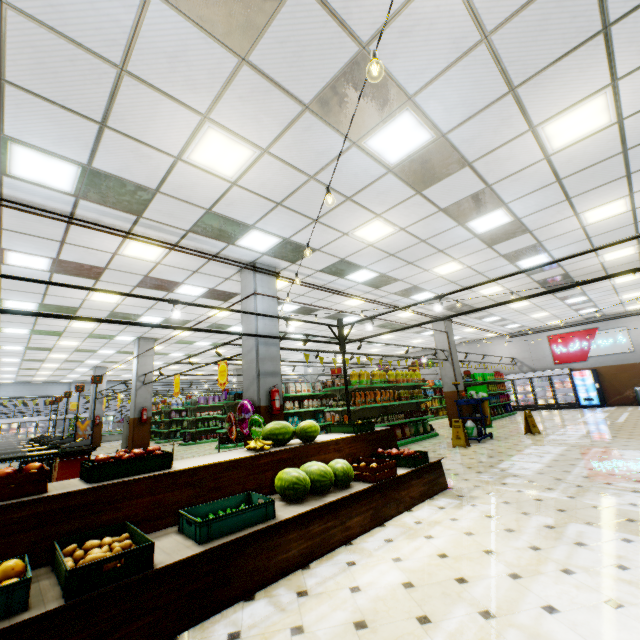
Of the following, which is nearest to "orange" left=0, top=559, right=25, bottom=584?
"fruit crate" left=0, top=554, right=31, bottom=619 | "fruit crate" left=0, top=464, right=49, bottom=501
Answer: "fruit crate" left=0, top=554, right=31, bottom=619

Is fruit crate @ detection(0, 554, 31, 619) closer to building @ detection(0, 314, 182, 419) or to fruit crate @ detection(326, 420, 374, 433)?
building @ detection(0, 314, 182, 419)

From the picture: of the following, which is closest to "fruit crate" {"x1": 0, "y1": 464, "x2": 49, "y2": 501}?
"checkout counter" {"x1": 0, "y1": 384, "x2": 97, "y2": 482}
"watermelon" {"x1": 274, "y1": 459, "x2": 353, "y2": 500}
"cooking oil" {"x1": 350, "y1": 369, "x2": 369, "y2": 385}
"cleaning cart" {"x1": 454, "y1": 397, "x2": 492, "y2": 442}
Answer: "watermelon" {"x1": 274, "y1": 459, "x2": 353, "y2": 500}

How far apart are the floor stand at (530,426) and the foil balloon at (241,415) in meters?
8.6

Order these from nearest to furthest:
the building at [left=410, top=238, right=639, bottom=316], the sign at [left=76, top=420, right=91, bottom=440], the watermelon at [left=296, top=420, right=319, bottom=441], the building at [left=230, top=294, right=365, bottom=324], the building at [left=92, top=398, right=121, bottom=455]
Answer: the watermelon at [left=296, top=420, right=319, bottom=441] → the building at [left=230, top=294, right=365, bottom=324] → the building at [left=410, top=238, right=639, bottom=316] → the building at [left=92, top=398, right=121, bottom=455] → the sign at [left=76, top=420, right=91, bottom=440]

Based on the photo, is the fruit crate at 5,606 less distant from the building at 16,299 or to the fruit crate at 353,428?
the building at 16,299

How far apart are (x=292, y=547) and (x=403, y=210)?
5.7 meters

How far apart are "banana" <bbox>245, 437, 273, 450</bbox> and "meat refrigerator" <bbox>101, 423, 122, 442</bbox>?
25.5 meters
